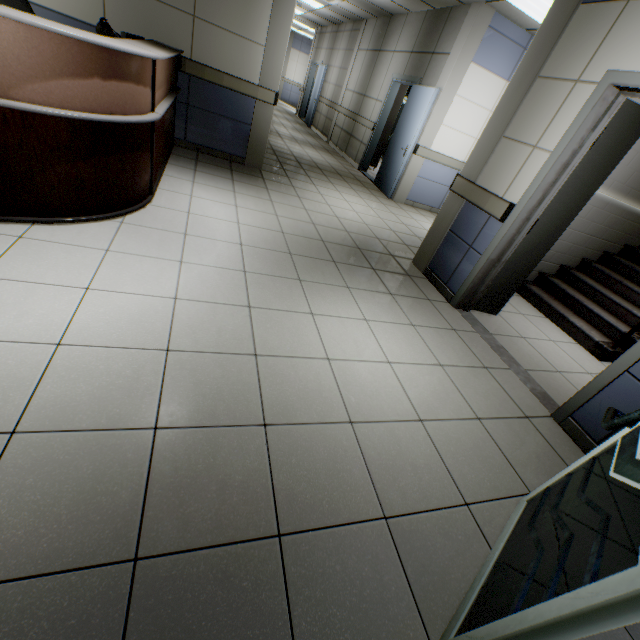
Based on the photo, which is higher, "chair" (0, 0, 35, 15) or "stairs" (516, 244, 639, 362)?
"chair" (0, 0, 35, 15)

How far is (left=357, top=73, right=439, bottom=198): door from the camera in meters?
6.1 m

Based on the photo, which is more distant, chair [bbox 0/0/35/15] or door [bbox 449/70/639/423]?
chair [bbox 0/0/35/15]

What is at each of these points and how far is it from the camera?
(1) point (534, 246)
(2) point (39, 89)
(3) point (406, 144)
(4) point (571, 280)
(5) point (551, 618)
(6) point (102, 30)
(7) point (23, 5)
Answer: (1) door, 3.20m
(2) desk, 1.95m
(3) door, 6.45m
(4) stairs, 4.59m
(5) door, 0.77m
(6) lamp, 2.97m
(7) chair, 3.46m

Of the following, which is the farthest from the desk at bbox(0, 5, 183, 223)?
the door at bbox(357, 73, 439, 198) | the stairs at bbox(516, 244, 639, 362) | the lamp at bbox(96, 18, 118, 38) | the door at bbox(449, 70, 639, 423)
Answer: the stairs at bbox(516, 244, 639, 362)

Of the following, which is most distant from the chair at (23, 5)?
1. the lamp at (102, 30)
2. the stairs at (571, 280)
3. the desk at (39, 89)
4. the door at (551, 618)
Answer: the stairs at (571, 280)

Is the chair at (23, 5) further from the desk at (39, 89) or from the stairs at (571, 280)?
the stairs at (571, 280)

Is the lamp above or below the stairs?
above
